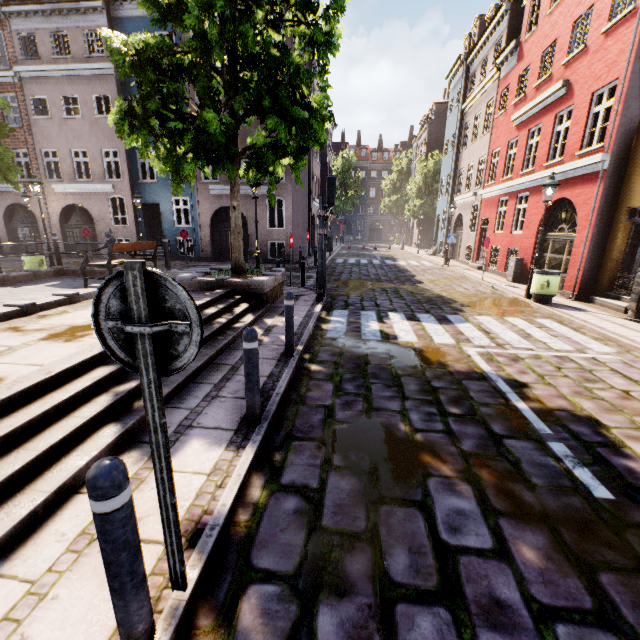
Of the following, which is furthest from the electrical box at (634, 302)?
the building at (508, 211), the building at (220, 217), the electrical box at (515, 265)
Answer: the building at (220, 217)

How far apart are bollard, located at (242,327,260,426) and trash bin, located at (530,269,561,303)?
9.95m

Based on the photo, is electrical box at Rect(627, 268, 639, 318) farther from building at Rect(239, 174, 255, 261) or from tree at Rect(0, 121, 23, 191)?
building at Rect(239, 174, 255, 261)

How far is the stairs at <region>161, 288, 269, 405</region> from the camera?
4.34m

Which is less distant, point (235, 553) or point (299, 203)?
point (235, 553)

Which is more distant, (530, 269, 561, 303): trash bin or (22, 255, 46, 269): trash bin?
(22, 255, 46, 269): trash bin

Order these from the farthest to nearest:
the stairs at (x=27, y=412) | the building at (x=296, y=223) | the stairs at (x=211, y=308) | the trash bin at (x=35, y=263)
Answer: the building at (x=296, y=223), the trash bin at (x=35, y=263), the stairs at (x=211, y=308), the stairs at (x=27, y=412)

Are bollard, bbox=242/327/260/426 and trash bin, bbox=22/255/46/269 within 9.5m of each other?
no
